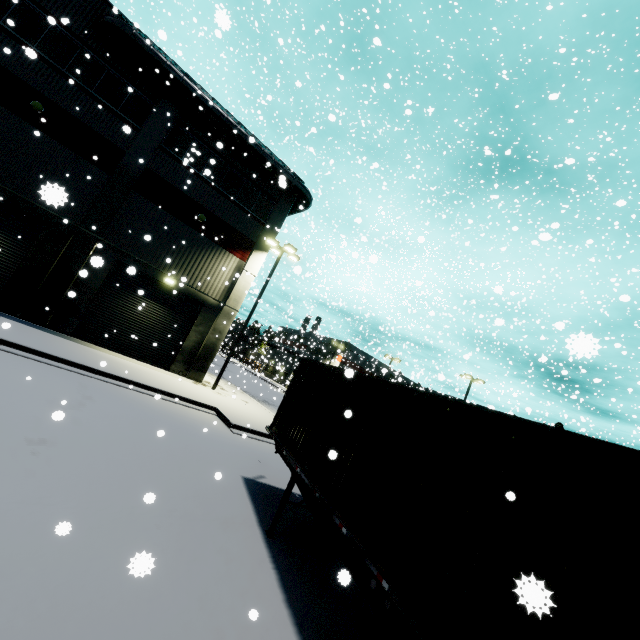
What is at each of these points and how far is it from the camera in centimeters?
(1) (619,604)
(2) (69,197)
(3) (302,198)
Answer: (1) cargo container, 210cm
(2) building, 1512cm
(3) vent duct, 2112cm

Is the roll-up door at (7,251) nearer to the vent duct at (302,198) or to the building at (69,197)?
the building at (69,197)

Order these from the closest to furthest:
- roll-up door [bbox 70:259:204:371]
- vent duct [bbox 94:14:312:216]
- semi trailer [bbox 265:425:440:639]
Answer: semi trailer [bbox 265:425:440:639]
vent duct [bbox 94:14:312:216]
roll-up door [bbox 70:259:204:371]

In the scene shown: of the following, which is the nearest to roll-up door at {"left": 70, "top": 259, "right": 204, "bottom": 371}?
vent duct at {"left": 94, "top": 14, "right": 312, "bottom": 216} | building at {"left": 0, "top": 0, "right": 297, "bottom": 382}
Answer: building at {"left": 0, "top": 0, "right": 297, "bottom": 382}

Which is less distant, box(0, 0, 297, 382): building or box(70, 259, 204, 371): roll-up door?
box(0, 0, 297, 382): building

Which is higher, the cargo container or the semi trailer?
the cargo container

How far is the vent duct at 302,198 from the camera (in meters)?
14.66

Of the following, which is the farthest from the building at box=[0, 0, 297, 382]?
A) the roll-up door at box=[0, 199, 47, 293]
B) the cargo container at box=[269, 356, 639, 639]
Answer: the cargo container at box=[269, 356, 639, 639]
